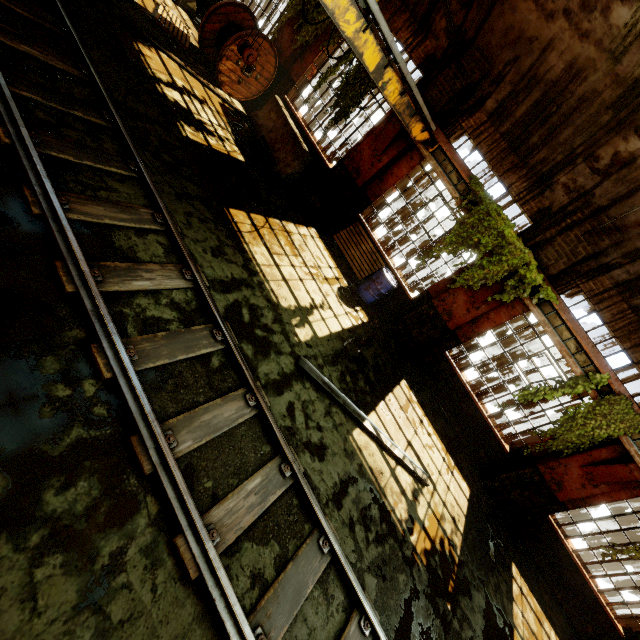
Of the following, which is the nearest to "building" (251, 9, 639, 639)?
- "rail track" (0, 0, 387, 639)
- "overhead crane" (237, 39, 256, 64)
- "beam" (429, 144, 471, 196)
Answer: "beam" (429, 144, 471, 196)

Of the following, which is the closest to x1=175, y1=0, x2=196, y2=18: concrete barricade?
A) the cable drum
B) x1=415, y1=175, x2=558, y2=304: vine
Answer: the cable drum

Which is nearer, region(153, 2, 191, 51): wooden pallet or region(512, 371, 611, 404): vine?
region(512, 371, 611, 404): vine

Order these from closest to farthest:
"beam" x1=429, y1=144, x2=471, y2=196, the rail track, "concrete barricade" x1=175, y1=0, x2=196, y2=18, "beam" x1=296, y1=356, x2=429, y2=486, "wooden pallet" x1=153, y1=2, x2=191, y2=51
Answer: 1. the rail track
2. "beam" x1=296, y1=356, x2=429, y2=486
3. "beam" x1=429, y1=144, x2=471, y2=196
4. "wooden pallet" x1=153, y1=2, x2=191, y2=51
5. "concrete barricade" x1=175, y1=0, x2=196, y2=18

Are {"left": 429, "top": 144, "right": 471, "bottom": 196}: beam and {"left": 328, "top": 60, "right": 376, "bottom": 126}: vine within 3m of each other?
yes

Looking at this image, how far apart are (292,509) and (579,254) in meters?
8.1 m

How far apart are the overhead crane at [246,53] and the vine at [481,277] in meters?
5.4

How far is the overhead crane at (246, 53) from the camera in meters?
4.5
